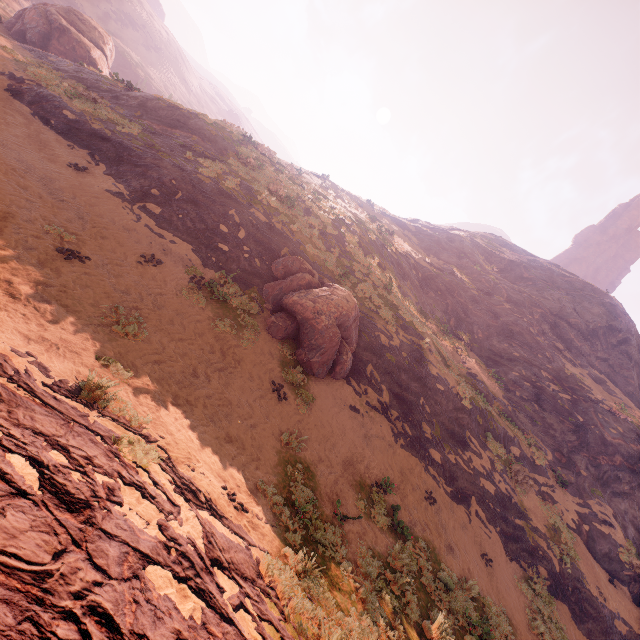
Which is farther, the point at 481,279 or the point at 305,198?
the point at 481,279

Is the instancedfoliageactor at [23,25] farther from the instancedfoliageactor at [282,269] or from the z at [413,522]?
the instancedfoliageactor at [282,269]

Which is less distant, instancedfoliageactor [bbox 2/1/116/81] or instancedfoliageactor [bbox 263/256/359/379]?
instancedfoliageactor [bbox 263/256/359/379]

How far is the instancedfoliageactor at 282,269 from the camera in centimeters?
1194cm

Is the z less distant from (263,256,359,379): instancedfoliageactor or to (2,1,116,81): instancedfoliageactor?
(263,256,359,379): instancedfoliageactor

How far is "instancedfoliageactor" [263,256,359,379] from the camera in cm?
1194

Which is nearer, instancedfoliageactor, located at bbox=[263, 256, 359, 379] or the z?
the z
